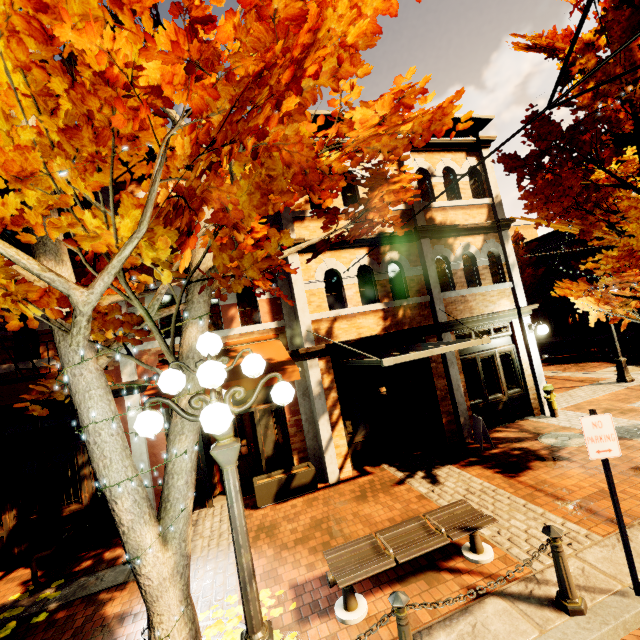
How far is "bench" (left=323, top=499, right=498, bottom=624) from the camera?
3.97m

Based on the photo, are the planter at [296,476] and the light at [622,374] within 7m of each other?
no

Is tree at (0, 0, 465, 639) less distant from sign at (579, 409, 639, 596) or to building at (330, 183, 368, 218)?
building at (330, 183, 368, 218)

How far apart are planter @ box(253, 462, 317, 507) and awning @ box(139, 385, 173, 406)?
2.3m

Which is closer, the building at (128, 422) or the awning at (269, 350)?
the awning at (269, 350)

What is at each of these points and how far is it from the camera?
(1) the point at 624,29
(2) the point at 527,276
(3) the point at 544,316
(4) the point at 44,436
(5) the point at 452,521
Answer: (1) tree, 5.9 meters
(2) tree, 27.9 meters
(3) building, 31.6 meters
(4) building, 7.2 meters
(5) bench, 4.6 meters

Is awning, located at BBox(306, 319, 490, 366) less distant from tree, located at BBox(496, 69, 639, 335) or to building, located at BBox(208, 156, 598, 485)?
building, located at BBox(208, 156, 598, 485)
